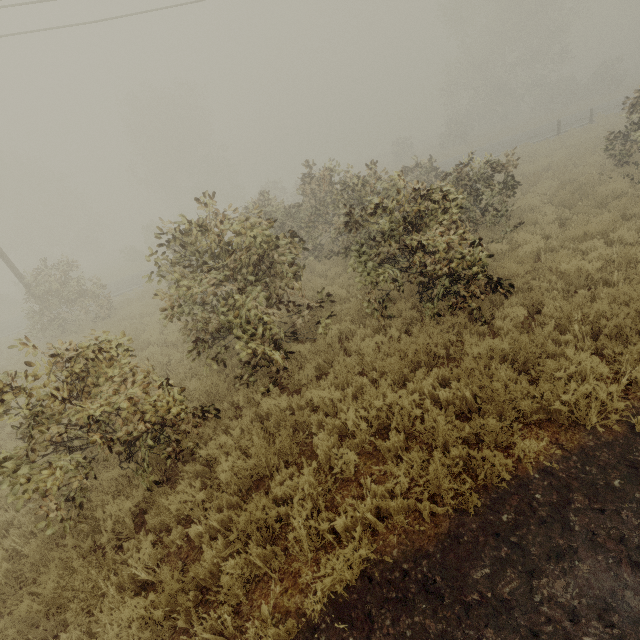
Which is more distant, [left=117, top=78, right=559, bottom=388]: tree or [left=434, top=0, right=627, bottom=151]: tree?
[left=434, top=0, right=627, bottom=151]: tree

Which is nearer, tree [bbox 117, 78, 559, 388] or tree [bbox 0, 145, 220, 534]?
tree [bbox 0, 145, 220, 534]

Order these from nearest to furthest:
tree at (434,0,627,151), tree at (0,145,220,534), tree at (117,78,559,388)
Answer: tree at (0,145,220,534)
tree at (117,78,559,388)
tree at (434,0,627,151)

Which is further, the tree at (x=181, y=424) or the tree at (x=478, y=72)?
the tree at (x=478, y=72)

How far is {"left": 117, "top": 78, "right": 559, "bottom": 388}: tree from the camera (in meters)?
5.94

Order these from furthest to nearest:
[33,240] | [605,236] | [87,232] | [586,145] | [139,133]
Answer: [87,232], [33,240], [139,133], [586,145], [605,236]
